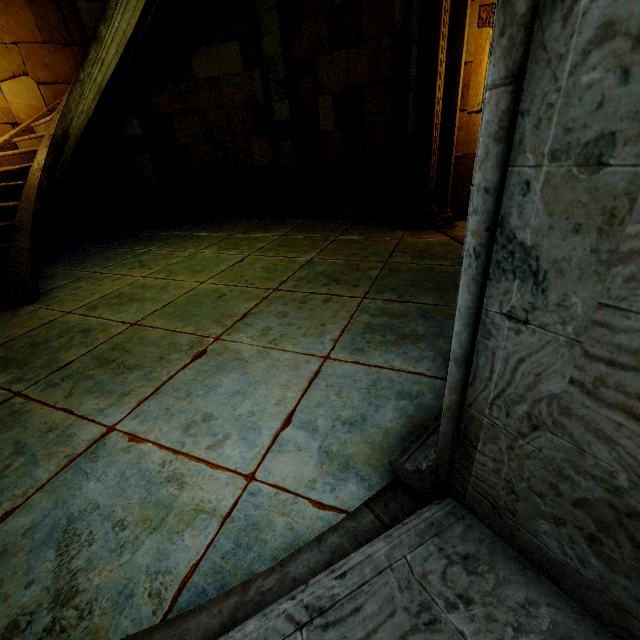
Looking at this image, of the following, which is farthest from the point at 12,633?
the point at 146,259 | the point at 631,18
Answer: the point at 146,259
